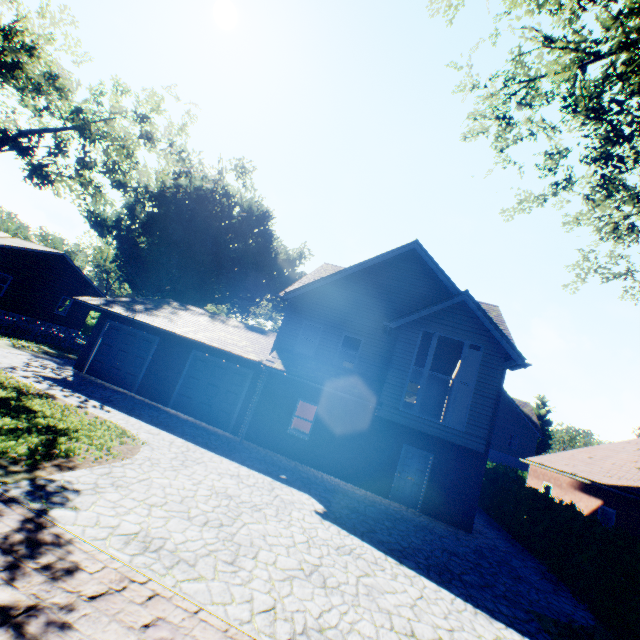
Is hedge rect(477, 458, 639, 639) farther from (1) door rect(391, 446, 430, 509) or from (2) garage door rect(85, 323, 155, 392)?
(2) garage door rect(85, 323, 155, 392)

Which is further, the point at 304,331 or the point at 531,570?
the point at 304,331

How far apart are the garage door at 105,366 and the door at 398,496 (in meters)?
12.99

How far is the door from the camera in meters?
12.9

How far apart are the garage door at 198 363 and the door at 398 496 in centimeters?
750cm

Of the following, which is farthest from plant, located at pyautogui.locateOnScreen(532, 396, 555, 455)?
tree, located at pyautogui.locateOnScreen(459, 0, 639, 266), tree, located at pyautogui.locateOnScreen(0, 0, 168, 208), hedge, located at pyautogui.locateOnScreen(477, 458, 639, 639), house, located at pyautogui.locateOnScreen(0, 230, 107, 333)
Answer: tree, located at pyautogui.locateOnScreen(0, 0, 168, 208)

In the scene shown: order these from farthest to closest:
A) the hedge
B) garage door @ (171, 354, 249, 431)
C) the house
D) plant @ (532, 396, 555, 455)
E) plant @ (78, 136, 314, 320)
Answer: plant @ (532, 396, 555, 455)
plant @ (78, 136, 314, 320)
the house
garage door @ (171, 354, 249, 431)
the hedge

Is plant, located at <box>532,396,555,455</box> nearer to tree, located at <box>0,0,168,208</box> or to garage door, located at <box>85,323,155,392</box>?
tree, located at <box>0,0,168,208</box>
